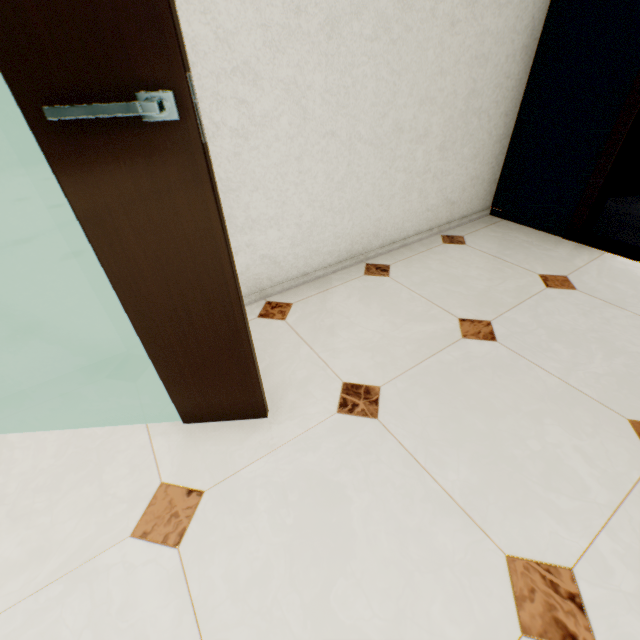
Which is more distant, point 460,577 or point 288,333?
point 288,333

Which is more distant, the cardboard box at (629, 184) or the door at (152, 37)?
the cardboard box at (629, 184)

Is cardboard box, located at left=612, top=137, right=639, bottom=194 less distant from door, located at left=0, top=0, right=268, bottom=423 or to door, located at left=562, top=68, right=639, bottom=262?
door, located at left=562, top=68, right=639, bottom=262

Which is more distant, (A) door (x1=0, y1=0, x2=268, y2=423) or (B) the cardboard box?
(B) the cardboard box

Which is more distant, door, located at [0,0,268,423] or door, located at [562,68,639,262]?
door, located at [562,68,639,262]

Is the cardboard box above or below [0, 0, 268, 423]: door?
below

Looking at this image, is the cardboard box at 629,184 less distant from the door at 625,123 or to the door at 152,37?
the door at 625,123

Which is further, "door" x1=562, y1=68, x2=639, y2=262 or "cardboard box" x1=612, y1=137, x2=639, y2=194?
"cardboard box" x1=612, y1=137, x2=639, y2=194
